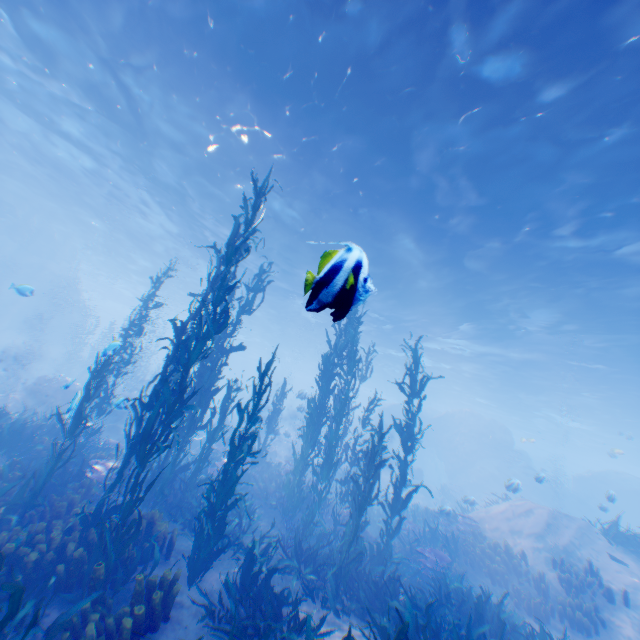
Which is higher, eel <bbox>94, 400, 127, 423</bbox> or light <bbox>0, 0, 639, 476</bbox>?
light <bbox>0, 0, 639, 476</bbox>

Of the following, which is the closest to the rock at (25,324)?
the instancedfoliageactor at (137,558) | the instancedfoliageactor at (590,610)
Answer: the instancedfoliageactor at (137,558)

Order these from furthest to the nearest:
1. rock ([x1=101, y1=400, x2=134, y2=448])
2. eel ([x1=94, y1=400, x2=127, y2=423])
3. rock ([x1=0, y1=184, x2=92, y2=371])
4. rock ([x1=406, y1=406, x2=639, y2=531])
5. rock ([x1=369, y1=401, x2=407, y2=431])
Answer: rock ([x1=369, y1=401, x2=407, y2=431]) → rock ([x1=406, y1=406, x2=639, y2=531]) → rock ([x1=0, y1=184, x2=92, y2=371]) → rock ([x1=101, y1=400, x2=134, y2=448]) → eel ([x1=94, y1=400, x2=127, y2=423])

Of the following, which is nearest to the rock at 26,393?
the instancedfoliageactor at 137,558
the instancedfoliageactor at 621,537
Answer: the instancedfoliageactor at 137,558

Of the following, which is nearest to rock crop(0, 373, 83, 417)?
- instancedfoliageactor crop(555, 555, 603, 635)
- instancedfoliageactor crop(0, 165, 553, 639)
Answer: instancedfoliageactor crop(0, 165, 553, 639)

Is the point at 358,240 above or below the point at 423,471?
above

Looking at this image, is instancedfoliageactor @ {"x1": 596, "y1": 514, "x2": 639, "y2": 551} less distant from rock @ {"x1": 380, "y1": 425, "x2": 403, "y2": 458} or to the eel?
rock @ {"x1": 380, "y1": 425, "x2": 403, "y2": 458}

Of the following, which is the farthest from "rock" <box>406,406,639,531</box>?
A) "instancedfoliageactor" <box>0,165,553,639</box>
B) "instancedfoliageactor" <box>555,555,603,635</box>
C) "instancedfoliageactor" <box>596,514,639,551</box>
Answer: "instancedfoliageactor" <box>596,514,639,551</box>
